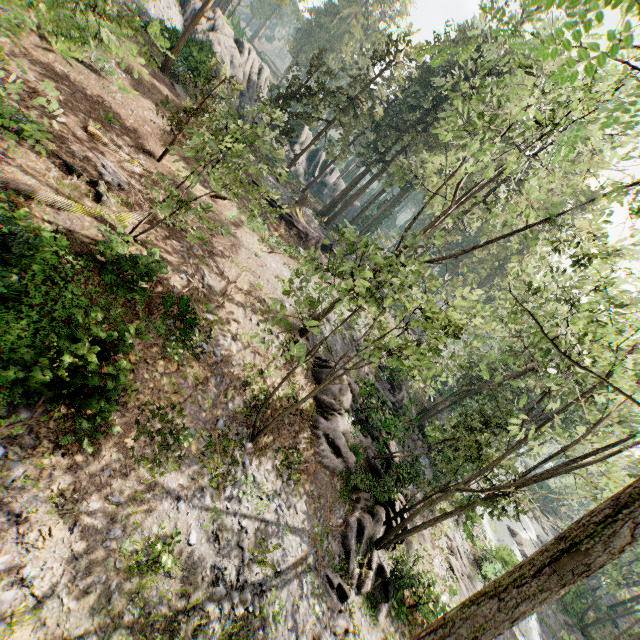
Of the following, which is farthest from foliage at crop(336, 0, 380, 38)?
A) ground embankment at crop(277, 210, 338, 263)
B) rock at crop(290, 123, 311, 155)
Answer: rock at crop(290, 123, 311, 155)

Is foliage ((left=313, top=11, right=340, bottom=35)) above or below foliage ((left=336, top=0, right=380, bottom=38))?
below

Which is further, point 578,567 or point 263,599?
point 263,599

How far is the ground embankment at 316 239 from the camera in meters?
27.0 m

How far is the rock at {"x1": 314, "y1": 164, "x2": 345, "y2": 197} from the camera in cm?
5300

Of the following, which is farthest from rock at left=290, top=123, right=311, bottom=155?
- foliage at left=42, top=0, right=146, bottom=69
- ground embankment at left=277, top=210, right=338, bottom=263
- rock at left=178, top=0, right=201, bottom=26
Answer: ground embankment at left=277, top=210, right=338, bottom=263

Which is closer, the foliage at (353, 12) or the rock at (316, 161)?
the rock at (316, 161)

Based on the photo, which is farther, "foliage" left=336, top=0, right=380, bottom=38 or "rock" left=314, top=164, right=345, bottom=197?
"foliage" left=336, top=0, right=380, bottom=38
